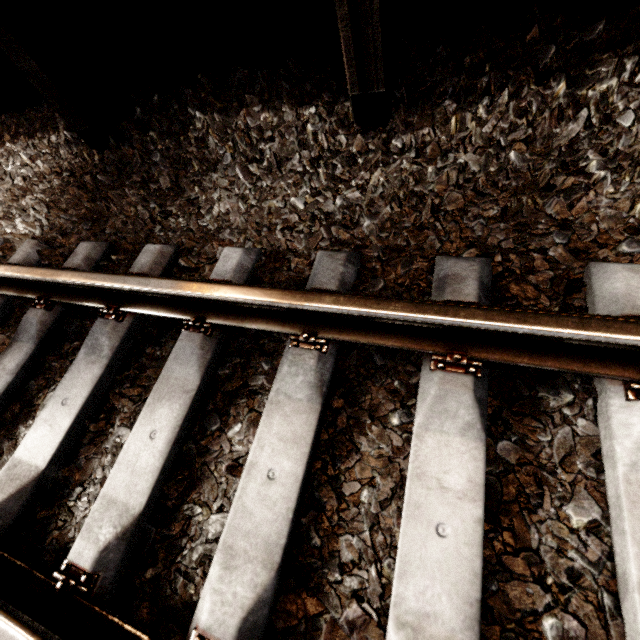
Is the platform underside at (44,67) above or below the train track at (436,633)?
above

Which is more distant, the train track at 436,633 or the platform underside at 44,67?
the platform underside at 44,67

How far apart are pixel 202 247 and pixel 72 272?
0.59m

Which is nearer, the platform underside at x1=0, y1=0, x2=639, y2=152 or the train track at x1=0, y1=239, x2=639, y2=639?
the train track at x1=0, y1=239, x2=639, y2=639

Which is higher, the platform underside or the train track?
the platform underside
